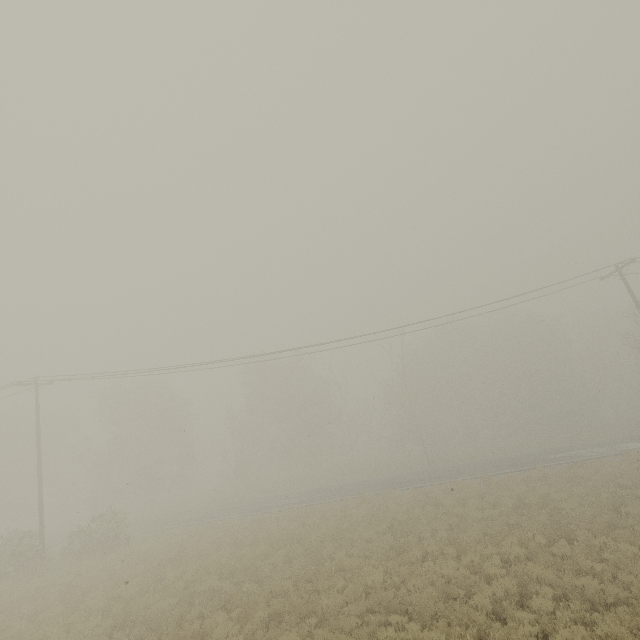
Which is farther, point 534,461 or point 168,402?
point 168,402

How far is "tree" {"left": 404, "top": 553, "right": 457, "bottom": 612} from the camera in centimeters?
892cm

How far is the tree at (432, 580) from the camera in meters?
8.9 m
